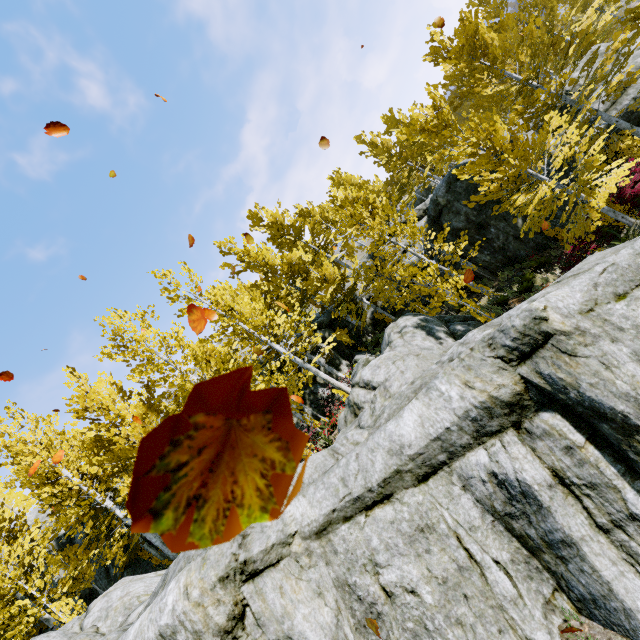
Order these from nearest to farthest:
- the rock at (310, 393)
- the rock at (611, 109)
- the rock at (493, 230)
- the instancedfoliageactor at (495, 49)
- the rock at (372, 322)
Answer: the instancedfoliageactor at (495, 49) < the rock at (611, 109) < the rock at (493, 230) < the rock at (310, 393) < the rock at (372, 322)

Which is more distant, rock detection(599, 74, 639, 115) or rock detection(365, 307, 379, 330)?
rock detection(365, 307, 379, 330)

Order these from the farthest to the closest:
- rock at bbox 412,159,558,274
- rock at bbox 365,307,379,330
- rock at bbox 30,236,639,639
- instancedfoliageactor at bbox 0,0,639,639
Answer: rock at bbox 365,307,379,330
rock at bbox 412,159,558,274
instancedfoliageactor at bbox 0,0,639,639
rock at bbox 30,236,639,639

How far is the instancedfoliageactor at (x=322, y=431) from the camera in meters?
11.2

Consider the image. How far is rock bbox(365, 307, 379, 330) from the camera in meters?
21.1 m

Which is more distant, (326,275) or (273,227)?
(273,227)

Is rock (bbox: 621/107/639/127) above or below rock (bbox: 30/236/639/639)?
below
